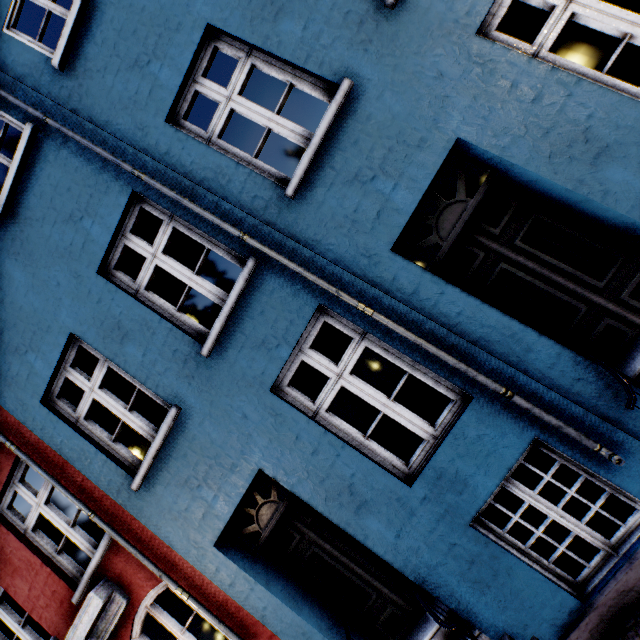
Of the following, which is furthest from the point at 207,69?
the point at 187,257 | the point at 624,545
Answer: the point at 187,257
